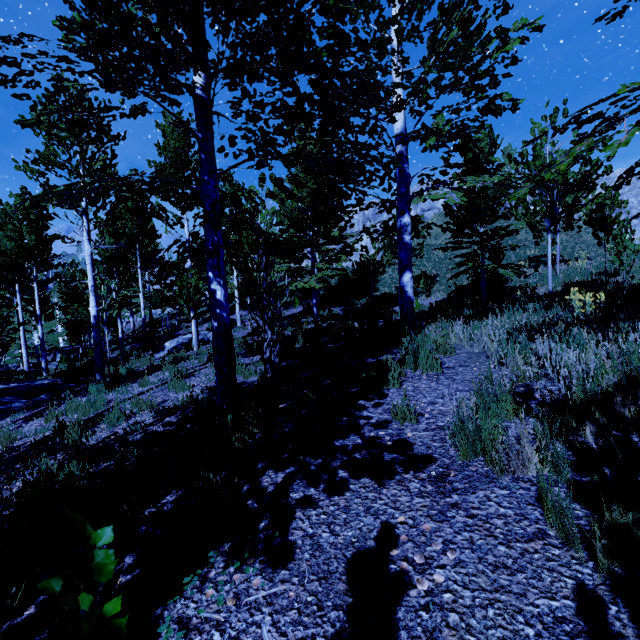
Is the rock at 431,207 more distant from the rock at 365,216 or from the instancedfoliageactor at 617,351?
the instancedfoliageactor at 617,351

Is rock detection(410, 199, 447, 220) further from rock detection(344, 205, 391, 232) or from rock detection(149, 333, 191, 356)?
rock detection(149, 333, 191, 356)

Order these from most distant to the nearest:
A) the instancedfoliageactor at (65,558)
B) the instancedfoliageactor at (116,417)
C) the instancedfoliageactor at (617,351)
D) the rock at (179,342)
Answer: the rock at (179,342)
the instancedfoliageactor at (116,417)
the instancedfoliageactor at (617,351)
the instancedfoliageactor at (65,558)

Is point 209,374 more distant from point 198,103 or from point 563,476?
point 563,476

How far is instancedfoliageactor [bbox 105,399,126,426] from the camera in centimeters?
555cm

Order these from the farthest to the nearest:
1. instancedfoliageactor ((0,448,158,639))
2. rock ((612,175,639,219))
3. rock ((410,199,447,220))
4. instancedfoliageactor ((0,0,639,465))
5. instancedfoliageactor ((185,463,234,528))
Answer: rock ((410,199,447,220)) → rock ((612,175,639,219)) → instancedfoliageactor ((0,0,639,465)) → instancedfoliageactor ((185,463,234,528)) → instancedfoliageactor ((0,448,158,639))

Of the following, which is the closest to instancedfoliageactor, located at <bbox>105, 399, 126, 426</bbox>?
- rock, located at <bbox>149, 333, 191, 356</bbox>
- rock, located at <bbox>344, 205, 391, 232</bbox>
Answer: rock, located at <bbox>149, 333, 191, 356</bbox>
